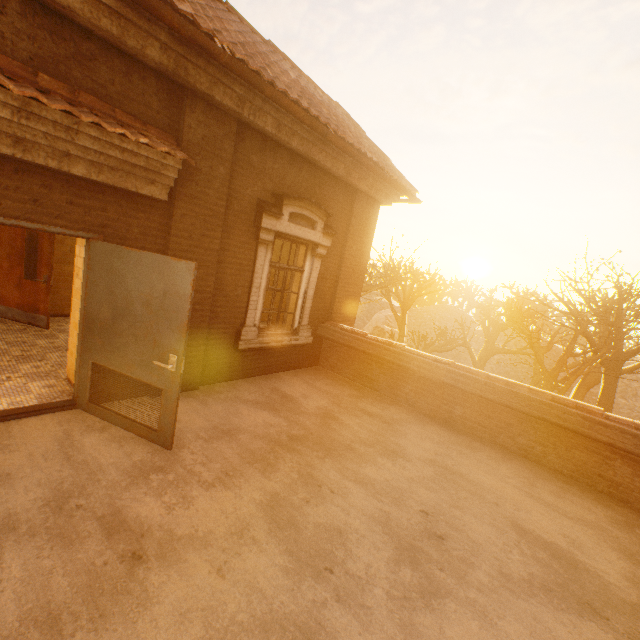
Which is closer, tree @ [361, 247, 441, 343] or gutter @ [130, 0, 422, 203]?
gutter @ [130, 0, 422, 203]

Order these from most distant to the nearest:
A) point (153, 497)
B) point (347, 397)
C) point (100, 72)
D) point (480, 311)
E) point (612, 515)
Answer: point (480, 311), point (347, 397), point (612, 515), point (100, 72), point (153, 497)

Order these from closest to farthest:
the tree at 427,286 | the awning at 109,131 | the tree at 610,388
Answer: the awning at 109,131, the tree at 610,388, the tree at 427,286

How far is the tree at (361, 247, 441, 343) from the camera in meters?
18.7

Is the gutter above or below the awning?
above

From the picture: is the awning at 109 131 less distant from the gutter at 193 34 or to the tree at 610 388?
the gutter at 193 34

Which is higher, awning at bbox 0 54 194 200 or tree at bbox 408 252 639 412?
awning at bbox 0 54 194 200

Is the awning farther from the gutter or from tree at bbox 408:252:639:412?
tree at bbox 408:252:639:412
